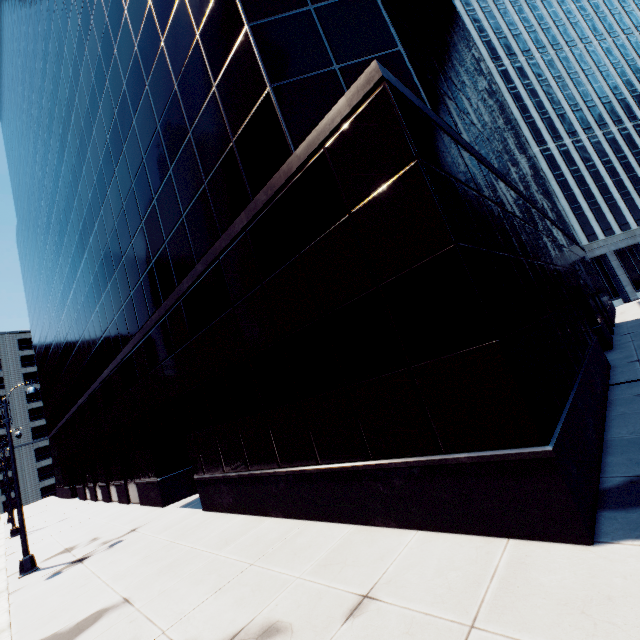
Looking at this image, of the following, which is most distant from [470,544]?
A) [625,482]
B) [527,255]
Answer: [527,255]
